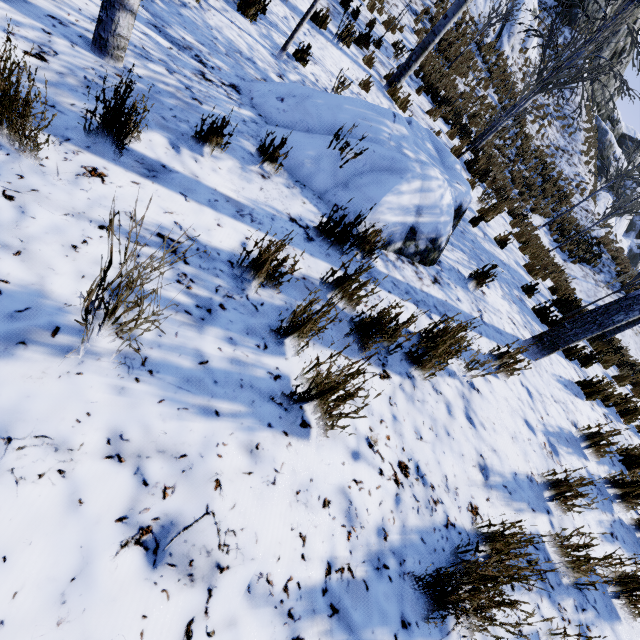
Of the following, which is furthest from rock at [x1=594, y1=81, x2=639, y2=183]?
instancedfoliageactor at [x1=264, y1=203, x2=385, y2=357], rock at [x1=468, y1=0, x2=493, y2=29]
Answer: instancedfoliageactor at [x1=264, y1=203, x2=385, y2=357]

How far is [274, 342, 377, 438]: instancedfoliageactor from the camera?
1.5 meters

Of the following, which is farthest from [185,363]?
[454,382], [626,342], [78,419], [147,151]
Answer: [626,342]

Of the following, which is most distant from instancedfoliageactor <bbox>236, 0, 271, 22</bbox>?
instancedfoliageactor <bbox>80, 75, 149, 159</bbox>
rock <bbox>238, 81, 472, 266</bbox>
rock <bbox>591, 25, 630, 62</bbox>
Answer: rock <bbox>591, 25, 630, 62</bbox>

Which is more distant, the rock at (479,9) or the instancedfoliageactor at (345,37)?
the rock at (479,9)

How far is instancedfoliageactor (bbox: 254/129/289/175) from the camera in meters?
2.7 m

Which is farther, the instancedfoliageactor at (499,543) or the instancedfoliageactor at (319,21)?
the instancedfoliageactor at (319,21)

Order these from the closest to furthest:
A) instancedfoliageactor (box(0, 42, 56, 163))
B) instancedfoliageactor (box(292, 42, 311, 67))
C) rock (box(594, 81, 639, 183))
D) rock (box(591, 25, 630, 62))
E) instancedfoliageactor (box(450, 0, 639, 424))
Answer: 1. instancedfoliageactor (box(0, 42, 56, 163))
2. instancedfoliageactor (box(450, 0, 639, 424))
3. instancedfoliageactor (box(292, 42, 311, 67))
4. rock (box(591, 25, 630, 62))
5. rock (box(594, 81, 639, 183))
